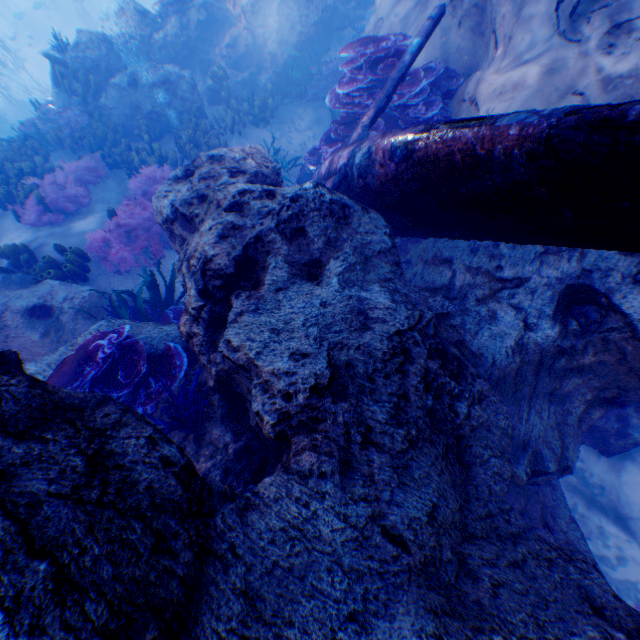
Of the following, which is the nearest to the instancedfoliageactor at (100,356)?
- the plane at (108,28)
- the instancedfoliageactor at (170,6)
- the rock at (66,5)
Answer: the rock at (66,5)

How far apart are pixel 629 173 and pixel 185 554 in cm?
247

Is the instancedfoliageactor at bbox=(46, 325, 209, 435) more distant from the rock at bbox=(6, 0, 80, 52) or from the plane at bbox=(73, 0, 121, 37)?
the plane at bbox=(73, 0, 121, 37)

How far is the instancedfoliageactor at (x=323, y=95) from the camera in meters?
5.3 m

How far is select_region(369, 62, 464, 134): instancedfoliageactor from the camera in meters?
5.3

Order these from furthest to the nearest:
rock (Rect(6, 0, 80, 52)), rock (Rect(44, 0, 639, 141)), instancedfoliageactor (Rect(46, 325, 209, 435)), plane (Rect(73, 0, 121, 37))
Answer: rock (Rect(6, 0, 80, 52)) < plane (Rect(73, 0, 121, 37)) < rock (Rect(44, 0, 639, 141)) < instancedfoliageactor (Rect(46, 325, 209, 435))

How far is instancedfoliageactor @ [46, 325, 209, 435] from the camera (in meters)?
3.17
